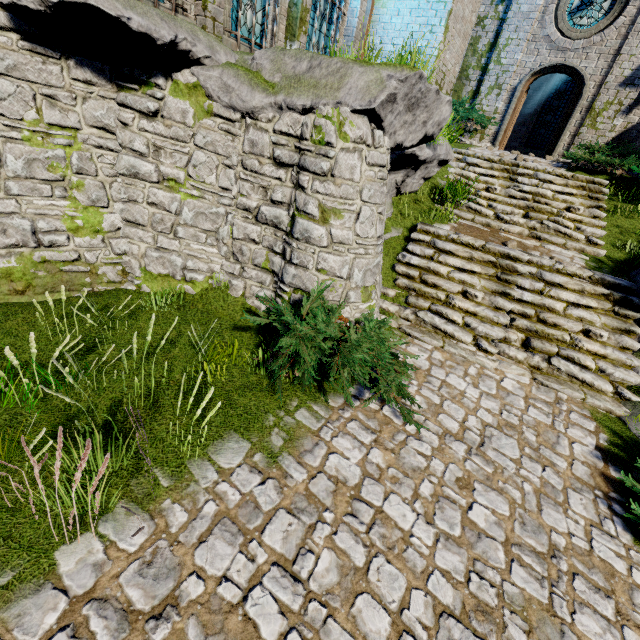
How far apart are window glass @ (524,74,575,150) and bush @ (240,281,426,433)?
17.6m

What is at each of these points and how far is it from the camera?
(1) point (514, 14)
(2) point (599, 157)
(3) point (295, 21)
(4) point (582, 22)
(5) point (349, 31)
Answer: (1) building, 11.4m
(2) bush, 9.8m
(3) building, 8.7m
(4) window glass, 10.8m
(5) building, 10.7m

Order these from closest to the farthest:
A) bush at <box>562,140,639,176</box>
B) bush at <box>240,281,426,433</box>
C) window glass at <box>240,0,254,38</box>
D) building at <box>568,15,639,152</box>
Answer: bush at <box>240,281,426,433</box>
window glass at <box>240,0,254,38</box>
bush at <box>562,140,639,176</box>
building at <box>568,15,639,152</box>

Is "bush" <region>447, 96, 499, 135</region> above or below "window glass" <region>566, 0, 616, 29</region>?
below

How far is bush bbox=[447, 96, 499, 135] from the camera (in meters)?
10.82

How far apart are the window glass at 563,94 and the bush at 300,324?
17.64m

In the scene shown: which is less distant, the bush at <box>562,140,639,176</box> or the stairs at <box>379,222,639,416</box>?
the stairs at <box>379,222,639,416</box>

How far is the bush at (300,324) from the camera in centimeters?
402cm
